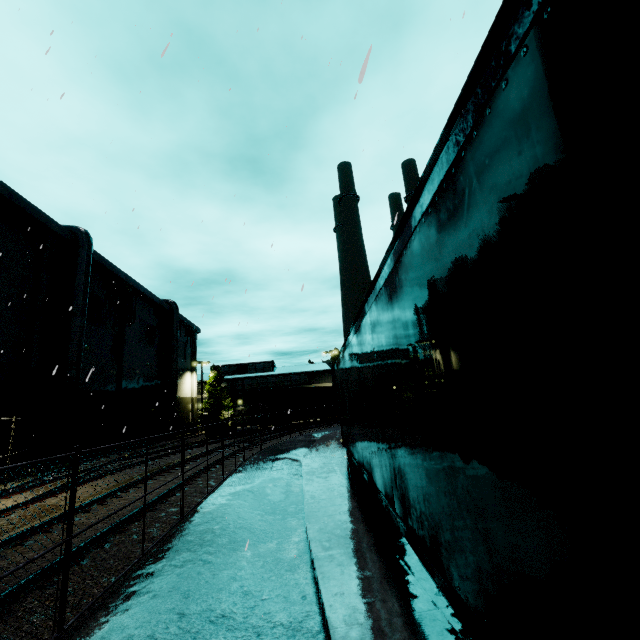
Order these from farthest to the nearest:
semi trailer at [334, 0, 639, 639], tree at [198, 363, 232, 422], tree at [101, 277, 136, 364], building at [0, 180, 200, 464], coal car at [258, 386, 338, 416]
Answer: tree at [198, 363, 232, 422] < coal car at [258, 386, 338, 416] < tree at [101, 277, 136, 364] < building at [0, 180, 200, 464] < semi trailer at [334, 0, 639, 639]

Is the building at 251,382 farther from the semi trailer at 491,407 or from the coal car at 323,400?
the coal car at 323,400

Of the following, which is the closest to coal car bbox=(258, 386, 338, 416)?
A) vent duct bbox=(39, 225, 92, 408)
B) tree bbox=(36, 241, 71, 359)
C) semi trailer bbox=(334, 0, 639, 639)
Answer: tree bbox=(36, 241, 71, 359)

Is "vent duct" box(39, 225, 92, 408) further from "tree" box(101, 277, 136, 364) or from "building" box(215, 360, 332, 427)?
"tree" box(101, 277, 136, 364)

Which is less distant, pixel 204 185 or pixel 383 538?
pixel 383 538

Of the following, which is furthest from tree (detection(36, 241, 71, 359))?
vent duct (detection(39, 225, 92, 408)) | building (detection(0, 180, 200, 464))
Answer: vent duct (detection(39, 225, 92, 408))

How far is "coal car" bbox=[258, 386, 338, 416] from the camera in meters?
34.9 m

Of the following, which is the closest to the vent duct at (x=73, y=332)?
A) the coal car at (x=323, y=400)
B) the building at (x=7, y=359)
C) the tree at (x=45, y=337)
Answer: the building at (x=7, y=359)
